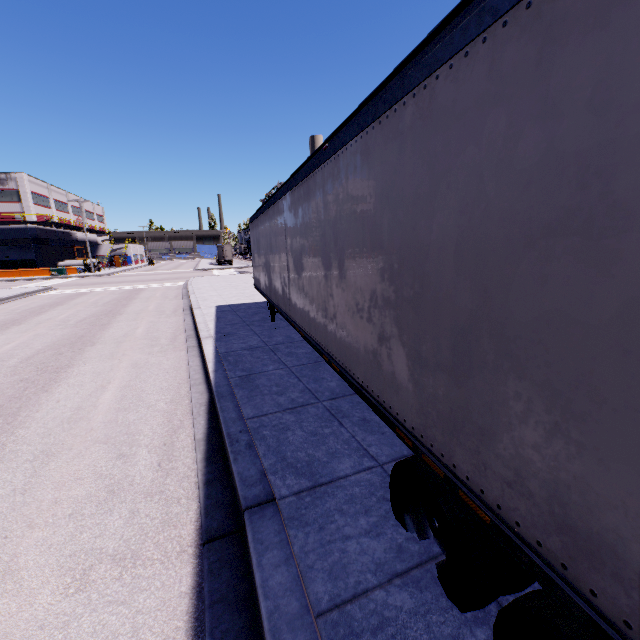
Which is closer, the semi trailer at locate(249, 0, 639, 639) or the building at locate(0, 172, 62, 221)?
the semi trailer at locate(249, 0, 639, 639)

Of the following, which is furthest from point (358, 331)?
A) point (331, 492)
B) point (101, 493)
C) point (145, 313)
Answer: point (145, 313)

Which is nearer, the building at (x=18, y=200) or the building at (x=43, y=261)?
the building at (x=18, y=200)

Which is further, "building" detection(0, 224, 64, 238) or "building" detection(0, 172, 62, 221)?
"building" detection(0, 224, 64, 238)

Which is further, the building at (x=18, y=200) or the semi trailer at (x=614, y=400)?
the building at (x=18, y=200)

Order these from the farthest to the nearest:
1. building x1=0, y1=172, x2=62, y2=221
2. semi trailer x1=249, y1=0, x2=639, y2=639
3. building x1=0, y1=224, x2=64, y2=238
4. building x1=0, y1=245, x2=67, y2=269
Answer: building x1=0, y1=245, x2=67, y2=269 → building x1=0, y1=224, x2=64, y2=238 → building x1=0, y1=172, x2=62, y2=221 → semi trailer x1=249, y1=0, x2=639, y2=639
